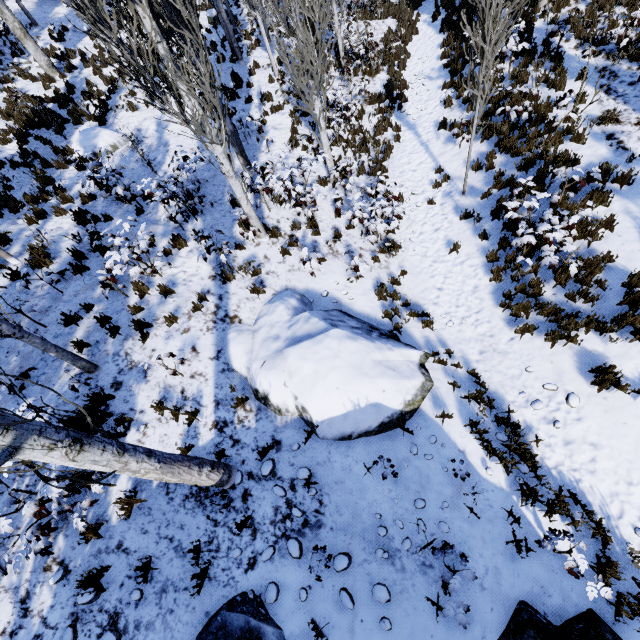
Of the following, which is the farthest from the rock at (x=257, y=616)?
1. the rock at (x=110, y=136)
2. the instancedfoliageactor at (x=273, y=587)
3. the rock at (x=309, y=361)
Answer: the rock at (x=110, y=136)

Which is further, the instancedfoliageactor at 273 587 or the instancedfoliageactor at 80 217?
the instancedfoliageactor at 80 217

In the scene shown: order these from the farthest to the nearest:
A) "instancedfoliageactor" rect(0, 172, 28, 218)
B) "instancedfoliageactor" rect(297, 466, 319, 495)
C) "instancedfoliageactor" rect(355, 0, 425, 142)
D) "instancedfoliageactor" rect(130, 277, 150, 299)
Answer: "instancedfoliageactor" rect(355, 0, 425, 142) < "instancedfoliageactor" rect(0, 172, 28, 218) < "instancedfoliageactor" rect(130, 277, 150, 299) < "instancedfoliageactor" rect(297, 466, 319, 495)

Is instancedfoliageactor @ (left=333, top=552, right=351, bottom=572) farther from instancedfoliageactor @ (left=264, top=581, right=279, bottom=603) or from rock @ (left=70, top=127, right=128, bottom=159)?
rock @ (left=70, top=127, right=128, bottom=159)

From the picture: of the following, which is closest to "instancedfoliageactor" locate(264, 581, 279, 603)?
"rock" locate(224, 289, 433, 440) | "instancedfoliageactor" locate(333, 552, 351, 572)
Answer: "instancedfoliageactor" locate(333, 552, 351, 572)

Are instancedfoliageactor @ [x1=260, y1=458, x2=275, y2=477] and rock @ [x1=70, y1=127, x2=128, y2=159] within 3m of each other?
no

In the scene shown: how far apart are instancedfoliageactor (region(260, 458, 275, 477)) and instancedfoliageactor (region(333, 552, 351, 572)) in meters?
1.5

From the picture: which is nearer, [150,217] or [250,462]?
[250,462]
